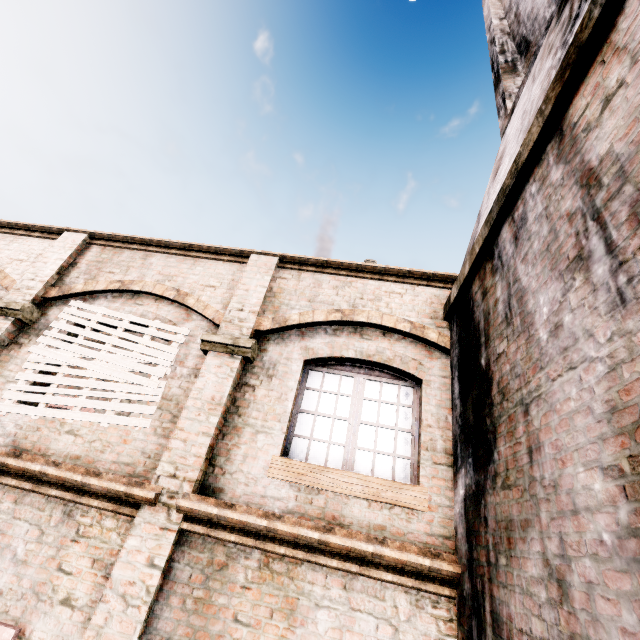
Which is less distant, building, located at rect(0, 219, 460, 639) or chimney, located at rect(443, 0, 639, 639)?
chimney, located at rect(443, 0, 639, 639)

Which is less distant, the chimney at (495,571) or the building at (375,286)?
the chimney at (495,571)

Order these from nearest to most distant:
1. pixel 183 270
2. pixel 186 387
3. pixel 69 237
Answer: pixel 186 387, pixel 183 270, pixel 69 237
